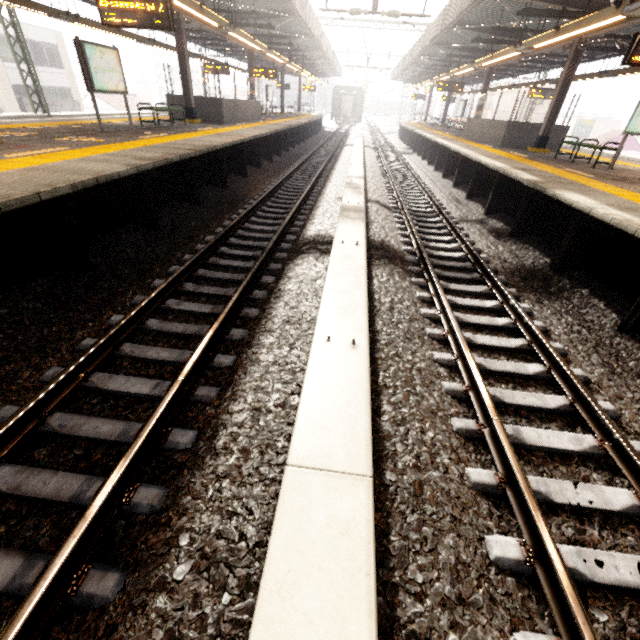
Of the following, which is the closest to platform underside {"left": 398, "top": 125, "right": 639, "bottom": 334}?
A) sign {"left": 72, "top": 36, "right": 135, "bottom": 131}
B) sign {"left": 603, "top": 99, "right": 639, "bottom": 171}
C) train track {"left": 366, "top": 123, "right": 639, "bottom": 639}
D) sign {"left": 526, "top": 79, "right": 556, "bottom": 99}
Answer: train track {"left": 366, "top": 123, "right": 639, "bottom": 639}

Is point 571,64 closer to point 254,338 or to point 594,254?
point 594,254

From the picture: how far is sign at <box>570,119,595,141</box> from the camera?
44.1m

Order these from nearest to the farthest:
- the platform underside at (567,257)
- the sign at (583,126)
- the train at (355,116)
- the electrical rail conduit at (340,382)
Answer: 1. the electrical rail conduit at (340,382)
2. the platform underside at (567,257)
3. the train at (355,116)
4. the sign at (583,126)

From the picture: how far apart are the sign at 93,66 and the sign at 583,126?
57.3m

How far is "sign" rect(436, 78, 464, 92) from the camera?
18.4m

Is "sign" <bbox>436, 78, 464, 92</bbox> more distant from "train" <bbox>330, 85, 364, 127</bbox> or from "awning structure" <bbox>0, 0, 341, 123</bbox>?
"train" <bbox>330, 85, 364, 127</bbox>

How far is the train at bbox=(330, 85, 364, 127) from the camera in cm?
4062
